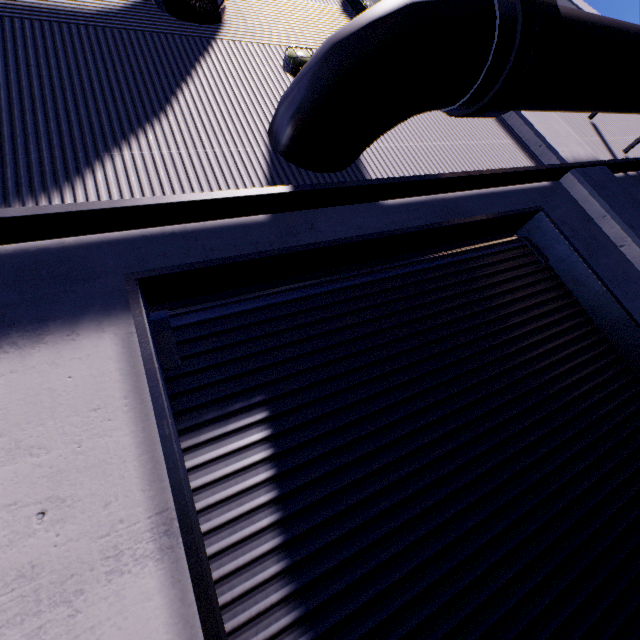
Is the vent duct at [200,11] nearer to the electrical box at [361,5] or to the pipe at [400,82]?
the pipe at [400,82]

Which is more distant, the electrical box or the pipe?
the electrical box

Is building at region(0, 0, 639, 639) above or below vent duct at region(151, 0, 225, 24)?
below

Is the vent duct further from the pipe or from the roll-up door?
the roll-up door

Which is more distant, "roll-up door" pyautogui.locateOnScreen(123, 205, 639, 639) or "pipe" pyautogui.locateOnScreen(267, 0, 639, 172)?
"pipe" pyautogui.locateOnScreen(267, 0, 639, 172)

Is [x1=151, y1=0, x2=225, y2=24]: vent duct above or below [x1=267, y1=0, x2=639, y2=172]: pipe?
above

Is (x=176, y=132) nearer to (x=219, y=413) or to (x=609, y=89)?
(x=219, y=413)

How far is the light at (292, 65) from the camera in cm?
420
